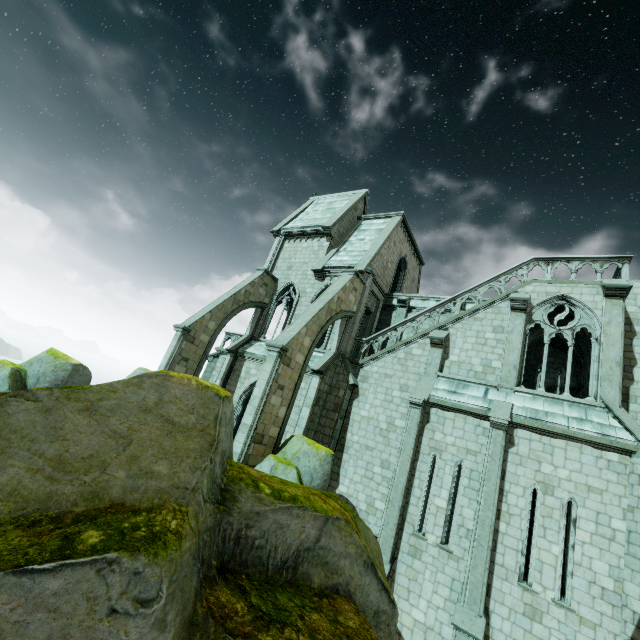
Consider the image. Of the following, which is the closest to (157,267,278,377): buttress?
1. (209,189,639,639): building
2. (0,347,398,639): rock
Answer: (209,189,639,639): building

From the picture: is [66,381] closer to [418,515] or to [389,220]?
[418,515]

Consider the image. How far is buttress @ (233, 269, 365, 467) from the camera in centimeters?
1260cm

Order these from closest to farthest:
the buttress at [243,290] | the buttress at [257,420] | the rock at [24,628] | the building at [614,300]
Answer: the rock at [24,628]
the building at [614,300]
the buttress at [257,420]
the buttress at [243,290]

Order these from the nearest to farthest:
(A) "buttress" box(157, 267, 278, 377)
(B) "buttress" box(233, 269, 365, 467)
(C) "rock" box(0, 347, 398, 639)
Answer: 1. (C) "rock" box(0, 347, 398, 639)
2. (B) "buttress" box(233, 269, 365, 467)
3. (A) "buttress" box(157, 267, 278, 377)

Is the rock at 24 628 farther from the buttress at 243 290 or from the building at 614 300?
the buttress at 243 290

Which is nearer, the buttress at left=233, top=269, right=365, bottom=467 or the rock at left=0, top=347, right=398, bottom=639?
the rock at left=0, top=347, right=398, bottom=639

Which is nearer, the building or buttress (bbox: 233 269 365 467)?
the building
